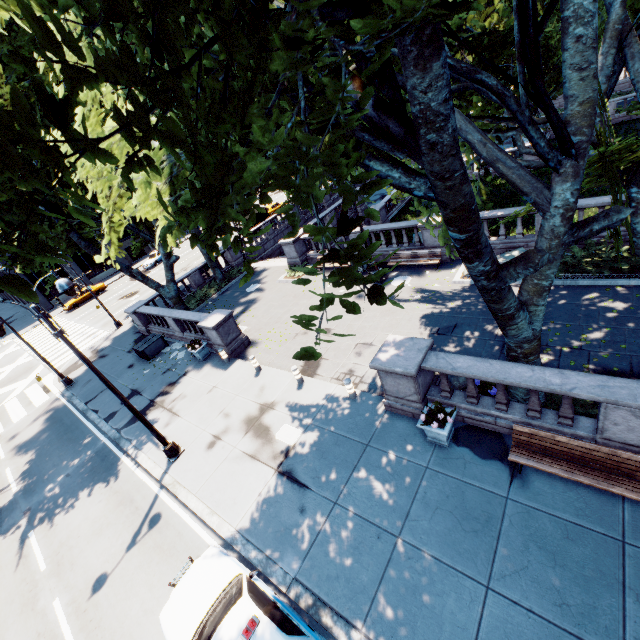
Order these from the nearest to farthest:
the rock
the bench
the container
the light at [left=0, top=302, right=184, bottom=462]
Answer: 1. the bench
2. the light at [left=0, top=302, right=184, bottom=462]
3. the rock
4. the container

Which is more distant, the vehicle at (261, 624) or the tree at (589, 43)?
the vehicle at (261, 624)

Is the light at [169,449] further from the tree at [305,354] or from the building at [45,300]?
the building at [45,300]

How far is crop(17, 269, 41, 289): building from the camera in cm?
4144

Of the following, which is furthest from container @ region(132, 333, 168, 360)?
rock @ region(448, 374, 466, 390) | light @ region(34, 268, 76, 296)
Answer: Result: rock @ region(448, 374, 466, 390)

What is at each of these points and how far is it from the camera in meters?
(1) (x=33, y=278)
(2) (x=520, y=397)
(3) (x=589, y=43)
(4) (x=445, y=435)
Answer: (1) building, 42.9
(2) tree, 8.7
(3) tree, 5.5
(4) planter, 8.3

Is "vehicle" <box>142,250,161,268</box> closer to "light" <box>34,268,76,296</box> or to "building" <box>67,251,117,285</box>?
"building" <box>67,251,117,285</box>

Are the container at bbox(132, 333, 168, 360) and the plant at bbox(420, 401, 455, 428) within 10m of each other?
no
